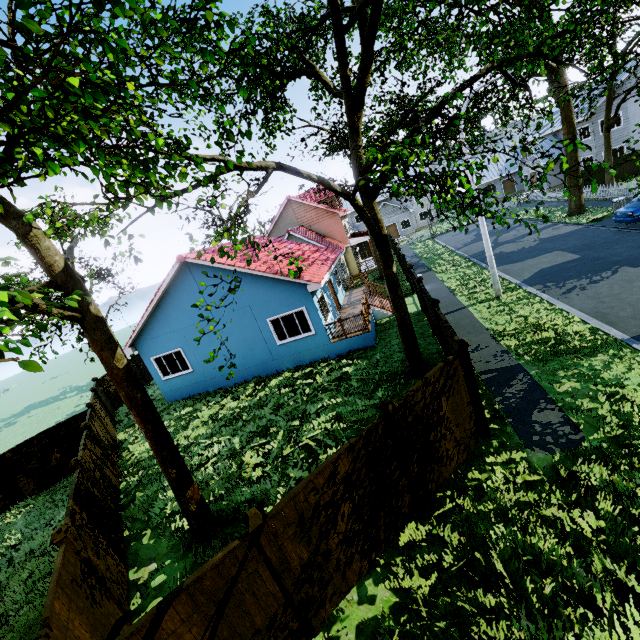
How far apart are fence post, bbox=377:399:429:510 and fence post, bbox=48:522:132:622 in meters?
6.2 m

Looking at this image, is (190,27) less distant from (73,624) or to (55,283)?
(55,283)

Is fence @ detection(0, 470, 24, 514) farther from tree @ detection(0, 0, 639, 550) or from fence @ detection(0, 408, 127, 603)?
tree @ detection(0, 0, 639, 550)

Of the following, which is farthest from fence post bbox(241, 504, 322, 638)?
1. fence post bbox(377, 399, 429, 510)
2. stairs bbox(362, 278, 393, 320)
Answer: stairs bbox(362, 278, 393, 320)

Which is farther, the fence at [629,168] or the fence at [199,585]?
the fence at [629,168]

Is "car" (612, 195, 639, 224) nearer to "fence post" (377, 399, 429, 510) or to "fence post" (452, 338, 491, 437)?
"fence post" (452, 338, 491, 437)

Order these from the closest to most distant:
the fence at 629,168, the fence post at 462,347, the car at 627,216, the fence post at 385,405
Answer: the fence post at 385,405, the fence post at 462,347, the car at 627,216, the fence at 629,168

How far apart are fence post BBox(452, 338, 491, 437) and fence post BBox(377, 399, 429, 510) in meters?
2.1
